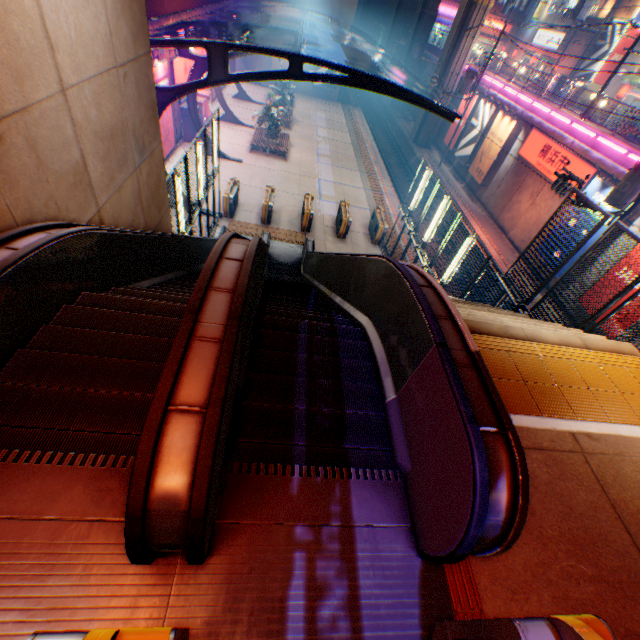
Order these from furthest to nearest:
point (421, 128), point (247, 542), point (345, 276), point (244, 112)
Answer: point (421, 128) < point (244, 112) < point (345, 276) < point (247, 542)

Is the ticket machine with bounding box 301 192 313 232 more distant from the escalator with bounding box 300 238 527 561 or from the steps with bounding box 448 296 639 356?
the steps with bounding box 448 296 639 356

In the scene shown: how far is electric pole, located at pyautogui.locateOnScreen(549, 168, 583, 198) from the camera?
12.0 meters

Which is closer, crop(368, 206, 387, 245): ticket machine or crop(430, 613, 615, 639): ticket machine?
crop(430, 613, 615, 639): ticket machine

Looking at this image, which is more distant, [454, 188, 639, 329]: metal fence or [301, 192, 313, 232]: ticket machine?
[301, 192, 313, 232]: ticket machine

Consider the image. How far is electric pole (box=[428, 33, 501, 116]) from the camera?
24.0m

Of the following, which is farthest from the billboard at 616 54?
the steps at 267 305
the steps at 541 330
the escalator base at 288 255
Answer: the steps at 267 305

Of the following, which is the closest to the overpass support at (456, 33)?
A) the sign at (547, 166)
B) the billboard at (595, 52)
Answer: the sign at (547, 166)
